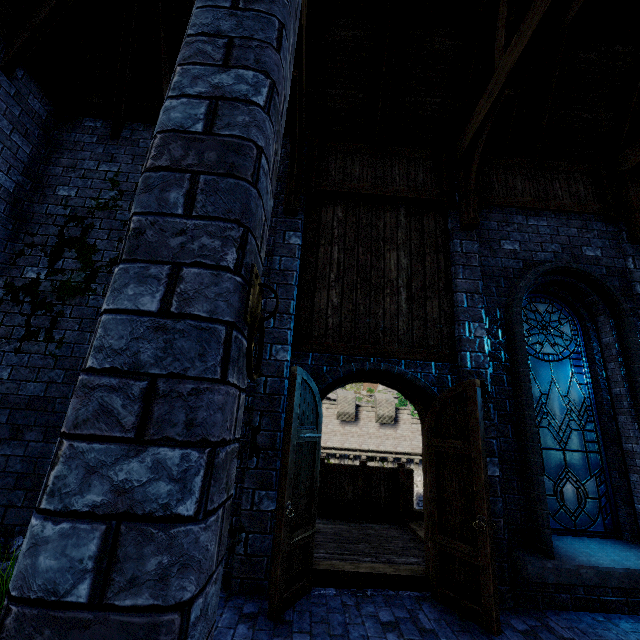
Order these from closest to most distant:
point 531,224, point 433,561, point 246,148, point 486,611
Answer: point 246,148 < point 486,611 < point 433,561 < point 531,224

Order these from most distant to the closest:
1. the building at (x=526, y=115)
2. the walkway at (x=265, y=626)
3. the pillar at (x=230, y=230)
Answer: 1. the building at (x=526, y=115)
2. the walkway at (x=265, y=626)
3. the pillar at (x=230, y=230)

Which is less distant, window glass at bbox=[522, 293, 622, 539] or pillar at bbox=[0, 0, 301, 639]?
pillar at bbox=[0, 0, 301, 639]

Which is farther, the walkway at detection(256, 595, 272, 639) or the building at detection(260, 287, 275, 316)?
the building at detection(260, 287, 275, 316)

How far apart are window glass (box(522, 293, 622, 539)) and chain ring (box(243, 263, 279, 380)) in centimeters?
506cm

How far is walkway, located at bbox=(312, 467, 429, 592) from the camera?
4.4 meters

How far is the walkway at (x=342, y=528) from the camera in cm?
438

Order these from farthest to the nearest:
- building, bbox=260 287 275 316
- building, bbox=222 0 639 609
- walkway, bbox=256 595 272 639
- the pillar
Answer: building, bbox=260 287 275 316 < building, bbox=222 0 639 609 < walkway, bbox=256 595 272 639 < the pillar
